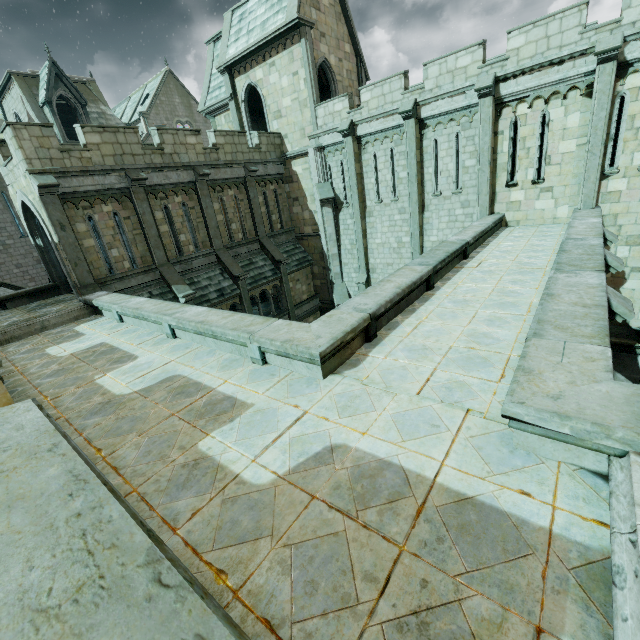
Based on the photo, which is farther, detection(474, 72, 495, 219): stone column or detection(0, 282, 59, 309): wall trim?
detection(0, 282, 59, 309): wall trim

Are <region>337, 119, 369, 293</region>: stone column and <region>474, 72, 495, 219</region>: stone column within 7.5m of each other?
yes

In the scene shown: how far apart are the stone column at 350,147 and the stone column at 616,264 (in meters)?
11.01

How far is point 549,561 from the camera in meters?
2.4 m

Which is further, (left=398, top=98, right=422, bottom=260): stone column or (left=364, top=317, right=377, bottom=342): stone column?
(left=398, top=98, right=422, bottom=260): stone column

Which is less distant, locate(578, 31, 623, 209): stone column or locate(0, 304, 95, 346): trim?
locate(0, 304, 95, 346): trim

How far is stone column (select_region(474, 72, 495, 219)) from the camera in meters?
12.5

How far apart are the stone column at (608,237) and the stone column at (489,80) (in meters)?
3.86
